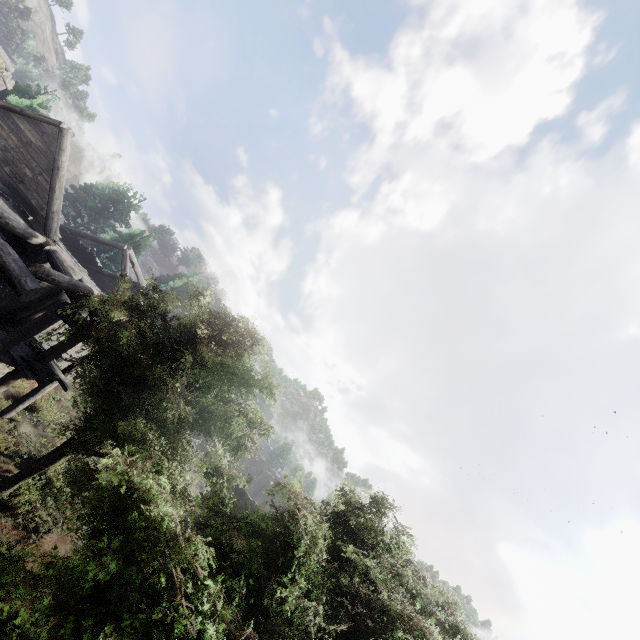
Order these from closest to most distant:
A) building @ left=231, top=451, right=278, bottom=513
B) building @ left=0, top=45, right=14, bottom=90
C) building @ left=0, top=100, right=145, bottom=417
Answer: building @ left=0, top=45, right=14, bottom=90
building @ left=0, top=100, right=145, bottom=417
building @ left=231, top=451, right=278, bottom=513

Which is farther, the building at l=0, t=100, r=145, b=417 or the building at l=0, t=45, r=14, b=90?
the building at l=0, t=100, r=145, b=417

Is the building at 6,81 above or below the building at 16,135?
above

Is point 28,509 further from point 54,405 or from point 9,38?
point 9,38

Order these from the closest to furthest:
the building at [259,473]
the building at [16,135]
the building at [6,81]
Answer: the building at [6,81]
the building at [16,135]
the building at [259,473]

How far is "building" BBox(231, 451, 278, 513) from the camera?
18.1 meters

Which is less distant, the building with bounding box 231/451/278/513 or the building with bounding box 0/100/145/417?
the building with bounding box 0/100/145/417
